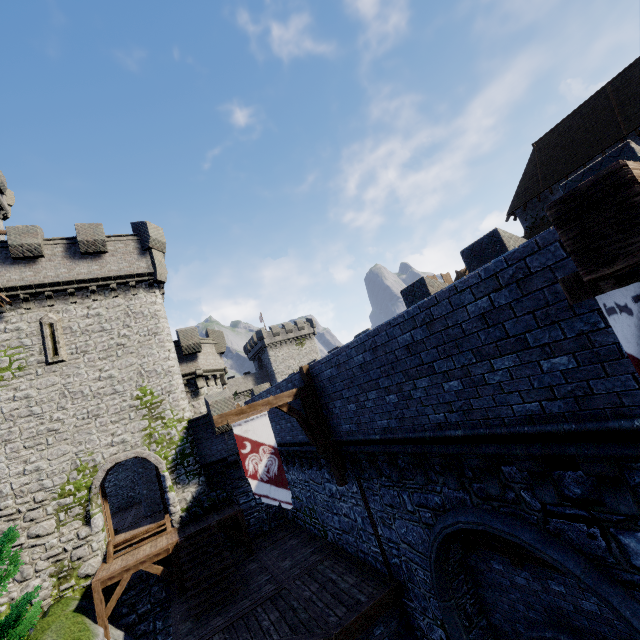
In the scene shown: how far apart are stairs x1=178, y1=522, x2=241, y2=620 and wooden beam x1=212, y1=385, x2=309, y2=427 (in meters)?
7.33

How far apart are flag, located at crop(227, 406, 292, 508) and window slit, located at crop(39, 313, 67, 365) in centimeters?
1268cm

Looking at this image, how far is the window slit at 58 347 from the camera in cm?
1664

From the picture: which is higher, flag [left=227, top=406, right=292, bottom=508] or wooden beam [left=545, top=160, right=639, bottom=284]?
wooden beam [left=545, top=160, right=639, bottom=284]

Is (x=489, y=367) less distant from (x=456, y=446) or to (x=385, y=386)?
(x=456, y=446)

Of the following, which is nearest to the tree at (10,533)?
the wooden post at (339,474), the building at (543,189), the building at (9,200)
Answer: the wooden post at (339,474)

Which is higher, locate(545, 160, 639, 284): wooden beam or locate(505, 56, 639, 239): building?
locate(505, 56, 639, 239): building

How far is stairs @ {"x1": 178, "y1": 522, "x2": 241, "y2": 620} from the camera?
11.8 meters
